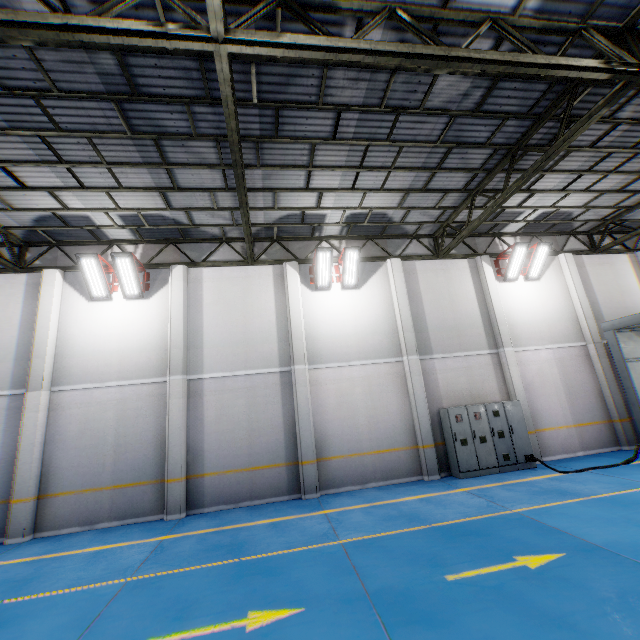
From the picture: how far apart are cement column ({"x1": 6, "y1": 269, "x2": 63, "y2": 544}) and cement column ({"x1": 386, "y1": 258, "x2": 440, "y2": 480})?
11.4m

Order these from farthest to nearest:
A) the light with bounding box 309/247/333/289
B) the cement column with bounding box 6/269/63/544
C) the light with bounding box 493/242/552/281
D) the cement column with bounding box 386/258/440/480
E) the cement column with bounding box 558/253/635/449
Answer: the light with bounding box 493/242/552/281, the cement column with bounding box 558/253/635/449, the light with bounding box 309/247/333/289, the cement column with bounding box 386/258/440/480, the cement column with bounding box 6/269/63/544

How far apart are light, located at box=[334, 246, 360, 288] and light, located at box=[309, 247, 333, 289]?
0.2m

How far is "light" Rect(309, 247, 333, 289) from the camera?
11.2m

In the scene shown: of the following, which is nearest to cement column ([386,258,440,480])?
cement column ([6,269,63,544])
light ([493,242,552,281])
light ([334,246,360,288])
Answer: light ([334,246,360,288])

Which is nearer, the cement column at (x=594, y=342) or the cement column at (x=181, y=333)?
the cement column at (x=181, y=333)

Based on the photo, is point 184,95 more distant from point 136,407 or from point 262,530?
point 262,530

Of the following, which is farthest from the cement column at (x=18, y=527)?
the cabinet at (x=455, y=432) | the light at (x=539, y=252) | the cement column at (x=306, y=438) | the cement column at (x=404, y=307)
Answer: the light at (x=539, y=252)
